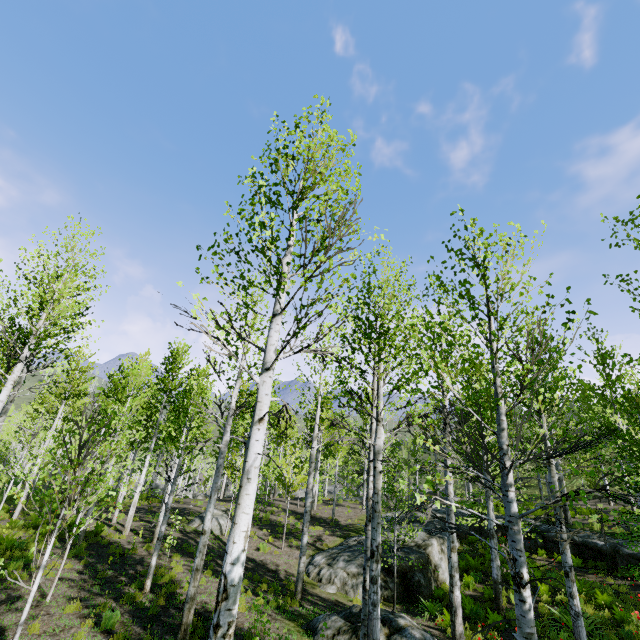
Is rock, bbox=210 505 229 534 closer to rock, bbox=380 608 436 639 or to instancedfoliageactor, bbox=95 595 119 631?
rock, bbox=380 608 436 639

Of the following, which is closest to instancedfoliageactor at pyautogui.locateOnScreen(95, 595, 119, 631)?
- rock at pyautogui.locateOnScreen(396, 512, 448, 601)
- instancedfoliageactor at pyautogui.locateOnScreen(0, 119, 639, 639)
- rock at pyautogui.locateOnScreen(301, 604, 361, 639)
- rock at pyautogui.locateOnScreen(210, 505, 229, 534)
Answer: instancedfoliageactor at pyautogui.locateOnScreen(0, 119, 639, 639)

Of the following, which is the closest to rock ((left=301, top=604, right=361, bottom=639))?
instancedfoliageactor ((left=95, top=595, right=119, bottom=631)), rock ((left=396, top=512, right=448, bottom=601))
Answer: rock ((left=396, top=512, right=448, bottom=601))

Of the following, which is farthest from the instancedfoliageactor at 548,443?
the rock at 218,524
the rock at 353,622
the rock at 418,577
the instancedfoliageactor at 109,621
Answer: the instancedfoliageactor at 109,621

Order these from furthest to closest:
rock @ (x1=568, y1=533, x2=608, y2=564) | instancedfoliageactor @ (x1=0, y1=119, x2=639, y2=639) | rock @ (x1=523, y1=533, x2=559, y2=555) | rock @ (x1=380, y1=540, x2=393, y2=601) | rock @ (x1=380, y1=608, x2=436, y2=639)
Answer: rock @ (x1=523, y1=533, x2=559, y2=555) → rock @ (x1=568, y1=533, x2=608, y2=564) → rock @ (x1=380, y1=540, x2=393, y2=601) → rock @ (x1=380, y1=608, x2=436, y2=639) → instancedfoliageactor @ (x1=0, y1=119, x2=639, y2=639)

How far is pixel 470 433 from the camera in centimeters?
2714cm

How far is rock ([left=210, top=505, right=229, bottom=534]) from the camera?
17.3 meters
